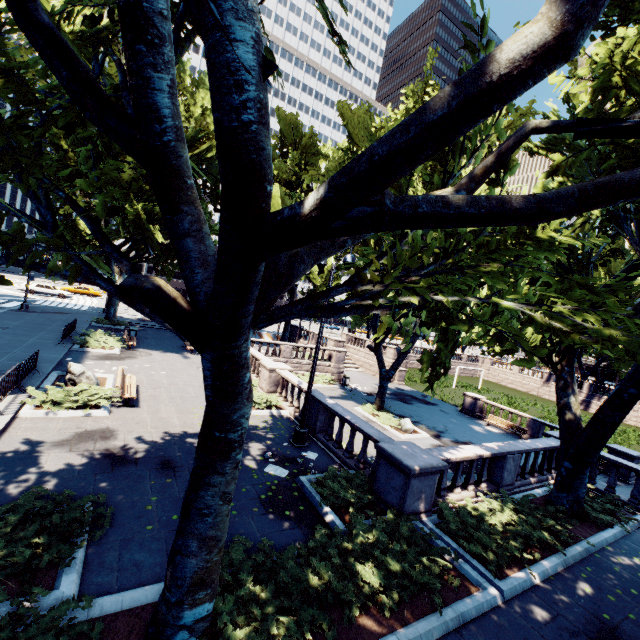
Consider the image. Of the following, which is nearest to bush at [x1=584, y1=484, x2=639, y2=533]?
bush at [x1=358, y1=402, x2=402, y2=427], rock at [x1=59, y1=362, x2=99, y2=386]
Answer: bush at [x1=358, y1=402, x2=402, y2=427]

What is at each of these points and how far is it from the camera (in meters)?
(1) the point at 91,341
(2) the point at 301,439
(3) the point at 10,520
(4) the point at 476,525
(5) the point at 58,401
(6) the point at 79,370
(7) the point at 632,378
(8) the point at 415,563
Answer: (1) bush, 19.42
(2) light, 11.91
(3) bush, 5.71
(4) bush, 8.45
(5) bush, 10.85
(6) rock, 13.16
(7) tree, 9.35
(8) bush, 6.62

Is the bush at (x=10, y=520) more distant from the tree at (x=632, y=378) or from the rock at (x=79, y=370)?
the rock at (x=79, y=370)

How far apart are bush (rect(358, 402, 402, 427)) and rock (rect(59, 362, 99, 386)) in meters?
15.3

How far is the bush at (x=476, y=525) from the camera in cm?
760

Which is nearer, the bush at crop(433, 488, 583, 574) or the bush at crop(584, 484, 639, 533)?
the bush at crop(433, 488, 583, 574)

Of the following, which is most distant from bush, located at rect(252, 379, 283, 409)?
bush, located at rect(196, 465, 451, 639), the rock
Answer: bush, located at rect(196, 465, 451, 639)

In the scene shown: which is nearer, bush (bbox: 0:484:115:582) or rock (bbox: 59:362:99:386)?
bush (bbox: 0:484:115:582)
